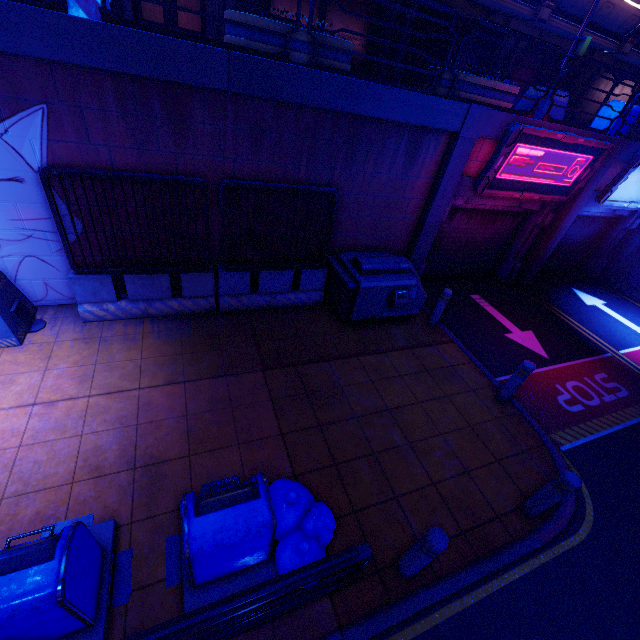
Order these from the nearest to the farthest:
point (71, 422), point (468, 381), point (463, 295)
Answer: point (71, 422), point (468, 381), point (463, 295)

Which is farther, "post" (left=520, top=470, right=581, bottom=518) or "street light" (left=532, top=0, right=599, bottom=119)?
"street light" (left=532, top=0, right=599, bottom=119)

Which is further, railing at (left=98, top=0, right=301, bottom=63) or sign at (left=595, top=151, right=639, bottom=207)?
sign at (left=595, top=151, right=639, bottom=207)

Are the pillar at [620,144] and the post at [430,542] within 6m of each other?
no

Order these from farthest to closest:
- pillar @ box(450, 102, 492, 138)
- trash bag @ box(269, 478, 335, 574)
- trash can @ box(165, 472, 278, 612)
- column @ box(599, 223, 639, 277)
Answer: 1. column @ box(599, 223, 639, 277)
2. pillar @ box(450, 102, 492, 138)
3. trash bag @ box(269, 478, 335, 574)
4. trash can @ box(165, 472, 278, 612)

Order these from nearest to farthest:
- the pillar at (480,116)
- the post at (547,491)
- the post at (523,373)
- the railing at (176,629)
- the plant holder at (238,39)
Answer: the railing at (176,629) → the post at (547,491) → the plant holder at (238,39) → the post at (523,373) → the pillar at (480,116)

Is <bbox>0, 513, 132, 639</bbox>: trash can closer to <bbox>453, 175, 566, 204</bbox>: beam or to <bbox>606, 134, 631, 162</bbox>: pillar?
<bbox>453, 175, 566, 204</bbox>: beam

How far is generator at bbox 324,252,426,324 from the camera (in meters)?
7.09
